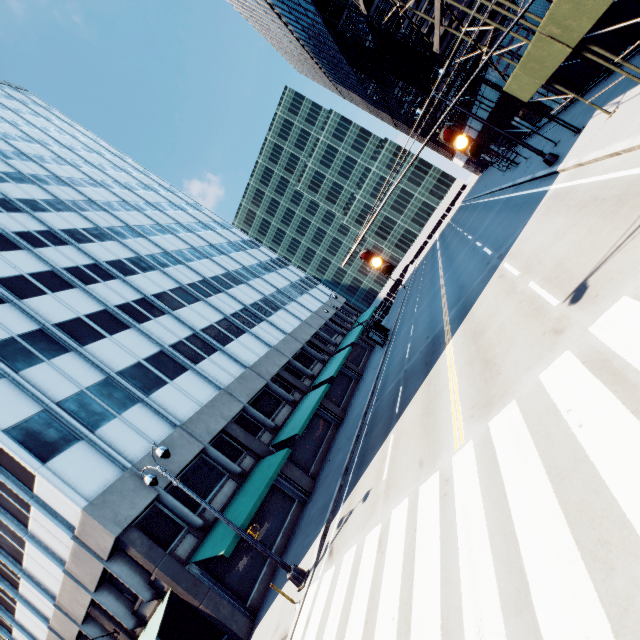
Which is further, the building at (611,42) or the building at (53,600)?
the building at (53,600)

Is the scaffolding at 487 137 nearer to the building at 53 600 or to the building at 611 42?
the building at 611 42

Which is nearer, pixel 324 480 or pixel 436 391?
pixel 436 391

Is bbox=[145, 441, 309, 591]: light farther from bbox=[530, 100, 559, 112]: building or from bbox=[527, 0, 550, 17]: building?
bbox=[527, 0, 550, 17]: building

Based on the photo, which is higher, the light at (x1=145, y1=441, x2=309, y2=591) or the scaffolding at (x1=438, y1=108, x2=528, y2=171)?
the scaffolding at (x1=438, y1=108, x2=528, y2=171)

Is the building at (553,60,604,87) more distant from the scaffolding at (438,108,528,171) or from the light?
the light

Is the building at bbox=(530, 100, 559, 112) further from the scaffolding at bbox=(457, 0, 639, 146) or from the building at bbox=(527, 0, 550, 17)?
the building at bbox=(527, 0, 550, 17)

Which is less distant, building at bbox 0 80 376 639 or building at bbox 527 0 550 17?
building at bbox 527 0 550 17
